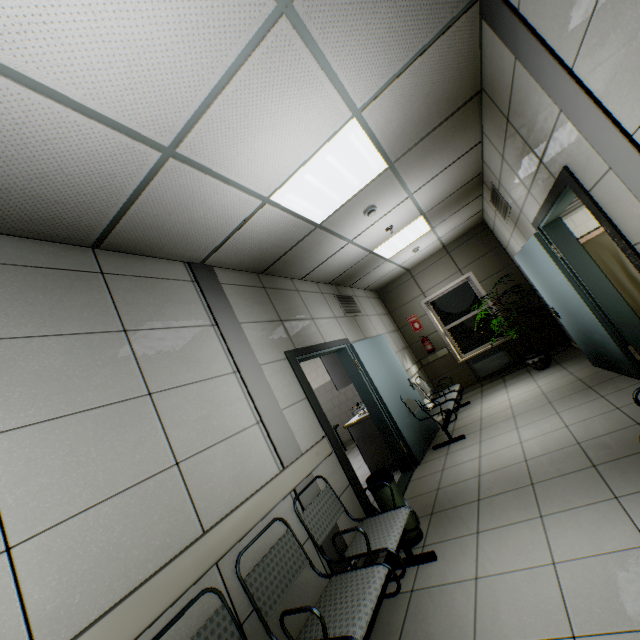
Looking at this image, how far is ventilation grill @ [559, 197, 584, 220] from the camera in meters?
6.6 m

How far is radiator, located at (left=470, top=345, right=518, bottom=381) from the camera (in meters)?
7.15

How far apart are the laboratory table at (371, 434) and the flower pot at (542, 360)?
3.4 meters

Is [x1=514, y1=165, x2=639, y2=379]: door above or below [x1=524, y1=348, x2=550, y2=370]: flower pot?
above

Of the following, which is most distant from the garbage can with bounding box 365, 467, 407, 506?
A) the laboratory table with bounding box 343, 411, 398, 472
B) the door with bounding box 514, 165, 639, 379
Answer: the door with bounding box 514, 165, 639, 379

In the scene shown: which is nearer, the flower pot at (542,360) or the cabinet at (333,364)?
the cabinet at (333,364)

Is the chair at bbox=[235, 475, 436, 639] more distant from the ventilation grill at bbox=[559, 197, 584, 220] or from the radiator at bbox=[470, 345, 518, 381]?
the ventilation grill at bbox=[559, 197, 584, 220]

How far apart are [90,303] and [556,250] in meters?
4.7
